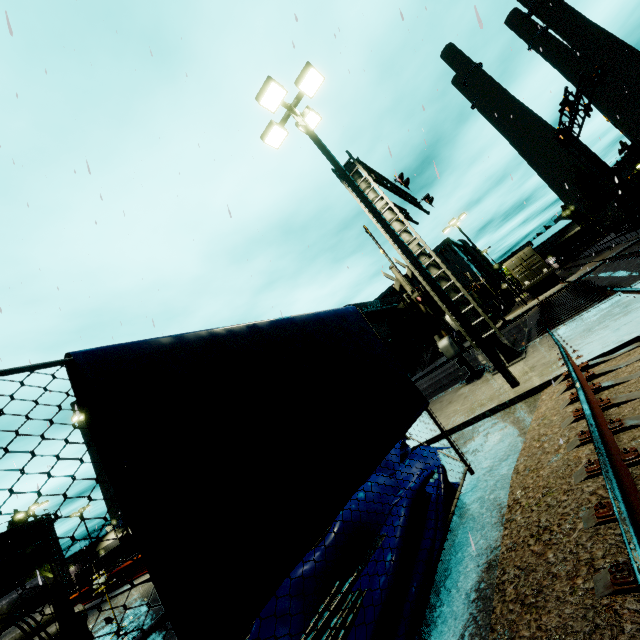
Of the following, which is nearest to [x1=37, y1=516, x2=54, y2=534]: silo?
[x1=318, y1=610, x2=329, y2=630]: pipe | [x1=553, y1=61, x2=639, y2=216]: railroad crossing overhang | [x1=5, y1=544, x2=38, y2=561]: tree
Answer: [x1=5, y1=544, x2=38, y2=561]: tree

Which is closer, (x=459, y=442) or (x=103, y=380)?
(x=103, y=380)

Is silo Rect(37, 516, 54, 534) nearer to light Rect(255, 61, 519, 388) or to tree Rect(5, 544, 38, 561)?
tree Rect(5, 544, 38, 561)

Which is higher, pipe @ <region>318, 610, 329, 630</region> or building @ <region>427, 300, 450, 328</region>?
building @ <region>427, 300, 450, 328</region>

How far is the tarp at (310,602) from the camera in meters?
3.7 m

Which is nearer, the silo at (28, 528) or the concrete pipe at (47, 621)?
the concrete pipe at (47, 621)

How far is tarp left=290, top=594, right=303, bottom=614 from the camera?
3.72m

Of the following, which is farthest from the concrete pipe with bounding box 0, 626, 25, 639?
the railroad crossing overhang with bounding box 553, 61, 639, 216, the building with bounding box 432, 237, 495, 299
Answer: the railroad crossing overhang with bounding box 553, 61, 639, 216
